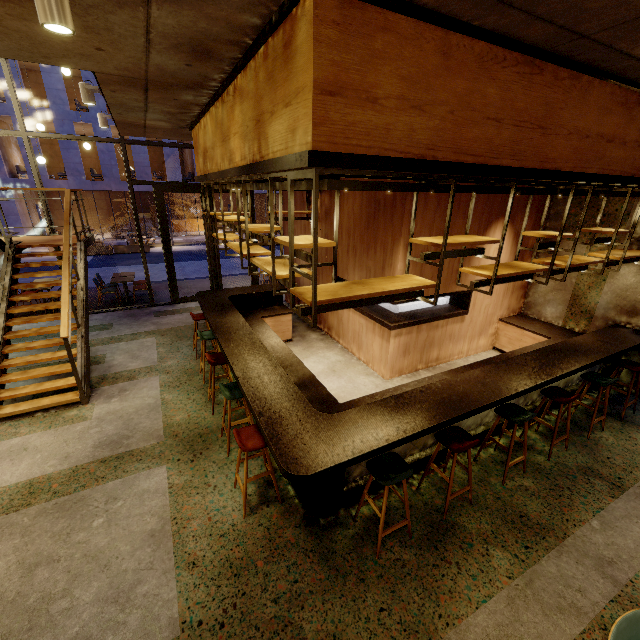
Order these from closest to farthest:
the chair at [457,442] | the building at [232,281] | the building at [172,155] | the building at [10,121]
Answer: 1. the chair at [457,442]
2. the building at [232,281]
3. the building at [10,121]
4. the building at [172,155]

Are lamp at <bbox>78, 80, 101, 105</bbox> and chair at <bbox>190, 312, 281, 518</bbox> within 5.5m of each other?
yes

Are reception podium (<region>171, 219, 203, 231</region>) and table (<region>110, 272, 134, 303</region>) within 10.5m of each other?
no

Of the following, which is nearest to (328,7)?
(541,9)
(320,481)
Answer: (541,9)

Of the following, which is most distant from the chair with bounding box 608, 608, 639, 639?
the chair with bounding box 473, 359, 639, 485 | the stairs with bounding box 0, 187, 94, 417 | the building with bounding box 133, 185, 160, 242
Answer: the building with bounding box 133, 185, 160, 242

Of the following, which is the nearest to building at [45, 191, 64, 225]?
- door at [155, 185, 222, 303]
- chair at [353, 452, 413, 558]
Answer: door at [155, 185, 222, 303]

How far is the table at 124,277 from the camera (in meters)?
9.94

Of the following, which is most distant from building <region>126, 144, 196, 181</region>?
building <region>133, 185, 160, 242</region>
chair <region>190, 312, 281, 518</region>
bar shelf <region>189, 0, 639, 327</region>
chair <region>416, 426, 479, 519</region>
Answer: chair <region>416, 426, 479, 519</region>
